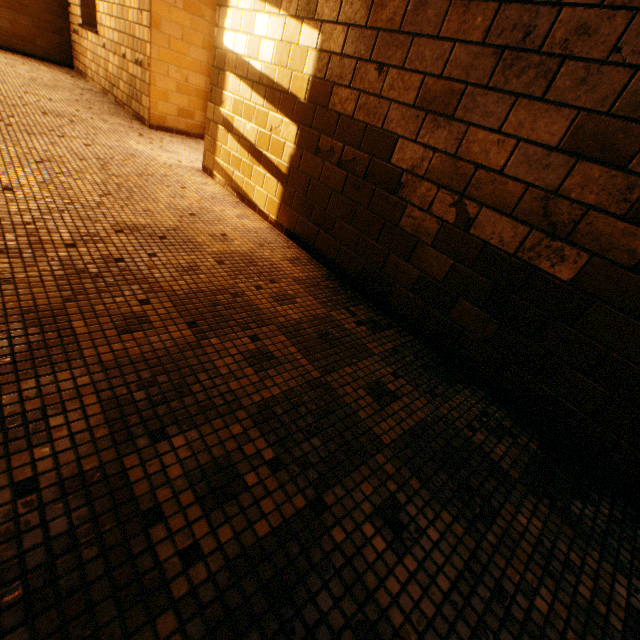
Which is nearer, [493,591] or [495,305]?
[493,591]
